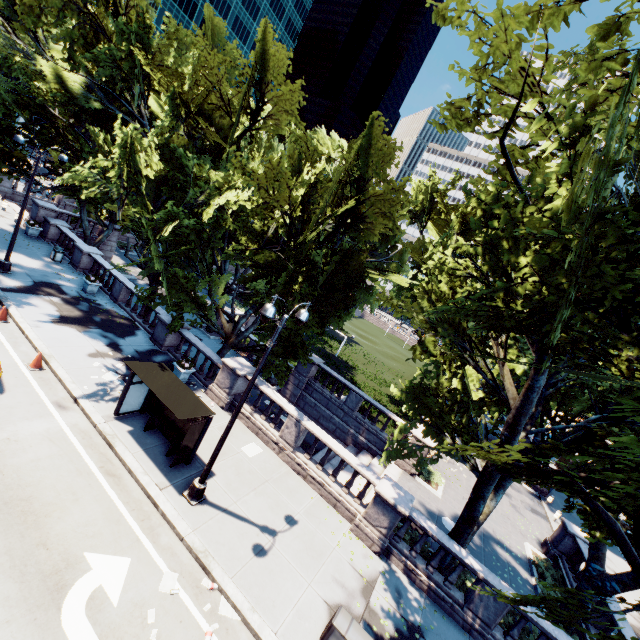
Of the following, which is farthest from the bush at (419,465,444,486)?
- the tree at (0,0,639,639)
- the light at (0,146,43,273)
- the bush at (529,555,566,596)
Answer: the light at (0,146,43,273)

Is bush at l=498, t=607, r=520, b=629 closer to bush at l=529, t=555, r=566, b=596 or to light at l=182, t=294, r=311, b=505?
bush at l=529, t=555, r=566, b=596

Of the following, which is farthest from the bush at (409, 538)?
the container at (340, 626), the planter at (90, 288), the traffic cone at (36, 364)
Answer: the planter at (90, 288)

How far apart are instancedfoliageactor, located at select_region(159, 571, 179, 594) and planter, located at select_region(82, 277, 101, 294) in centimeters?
1769cm

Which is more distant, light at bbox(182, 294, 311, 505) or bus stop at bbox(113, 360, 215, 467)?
bus stop at bbox(113, 360, 215, 467)

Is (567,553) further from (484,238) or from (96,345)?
(96,345)

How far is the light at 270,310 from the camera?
8.6m

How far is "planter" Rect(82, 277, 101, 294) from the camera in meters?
20.0 m
